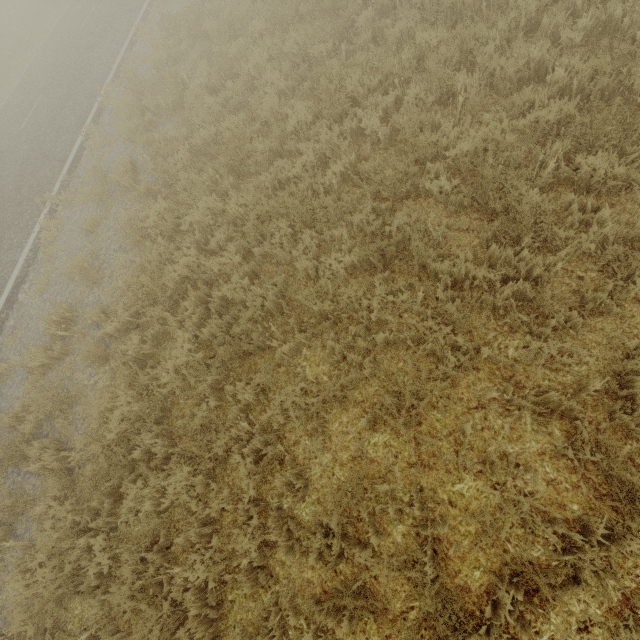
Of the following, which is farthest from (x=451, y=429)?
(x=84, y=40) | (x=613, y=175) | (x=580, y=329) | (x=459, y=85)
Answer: (x=84, y=40)
